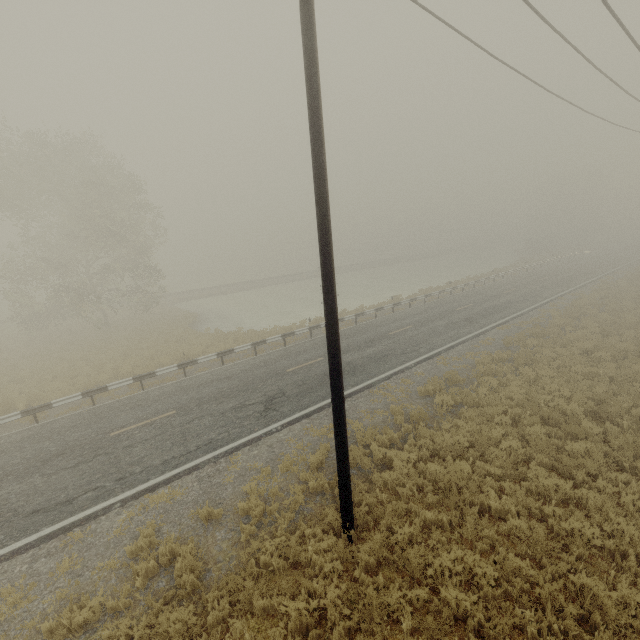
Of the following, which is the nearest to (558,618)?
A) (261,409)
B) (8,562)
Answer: (261,409)

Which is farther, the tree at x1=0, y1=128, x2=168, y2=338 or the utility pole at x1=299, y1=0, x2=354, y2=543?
the tree at x1=0, y1=128, x2=168, y2=338

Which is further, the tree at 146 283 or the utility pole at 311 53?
the tree at 146 283
